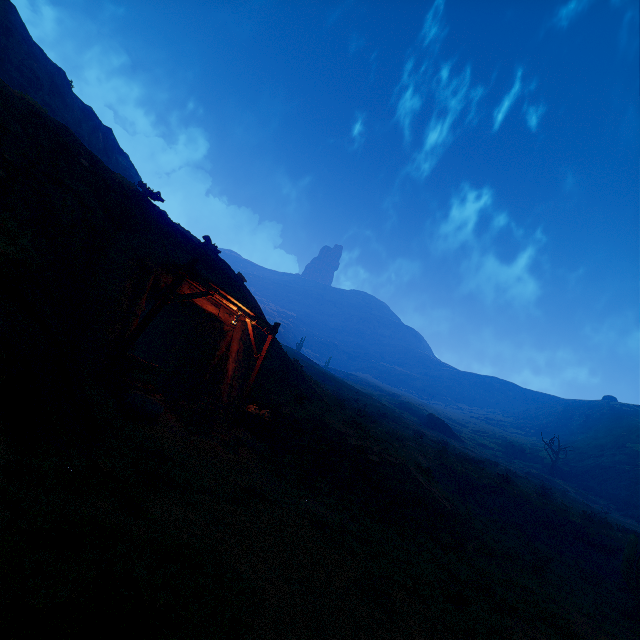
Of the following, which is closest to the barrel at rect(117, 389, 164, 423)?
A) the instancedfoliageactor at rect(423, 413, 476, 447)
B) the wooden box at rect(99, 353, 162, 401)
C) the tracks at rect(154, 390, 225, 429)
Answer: the wooden box at rect(99, 353, 162, 401)

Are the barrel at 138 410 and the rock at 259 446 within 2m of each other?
no

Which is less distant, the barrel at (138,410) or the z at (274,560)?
the z at (274,560)

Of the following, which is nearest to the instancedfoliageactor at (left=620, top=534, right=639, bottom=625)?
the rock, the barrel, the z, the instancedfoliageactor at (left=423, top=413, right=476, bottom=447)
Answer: the z

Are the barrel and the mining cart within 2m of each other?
no

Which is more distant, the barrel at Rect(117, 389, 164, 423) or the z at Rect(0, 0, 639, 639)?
the barrel at Rect(117, 389, 164, 423)

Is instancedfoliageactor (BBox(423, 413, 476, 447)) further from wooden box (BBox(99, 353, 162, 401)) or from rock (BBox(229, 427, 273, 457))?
wooden box (BBox(99, 353, 162, 401))

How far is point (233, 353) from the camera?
14.7 meters
